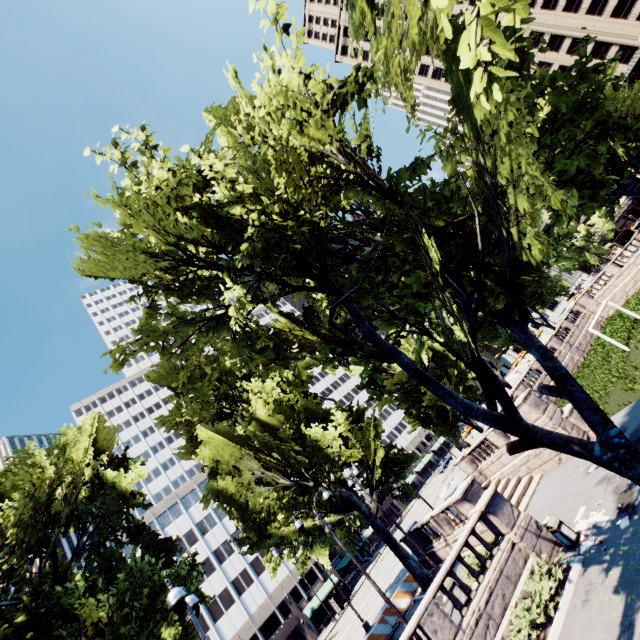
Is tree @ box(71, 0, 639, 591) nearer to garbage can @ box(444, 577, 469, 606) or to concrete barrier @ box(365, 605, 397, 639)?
concrete barrier @ box(365, 605, 397, 639)

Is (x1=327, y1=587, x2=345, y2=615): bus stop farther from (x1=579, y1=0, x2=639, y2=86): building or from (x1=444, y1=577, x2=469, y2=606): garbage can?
(x1=579, y1=0, x2=639, y2=86): building

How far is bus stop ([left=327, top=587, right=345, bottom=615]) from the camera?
45.56m

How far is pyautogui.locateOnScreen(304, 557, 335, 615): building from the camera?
51.0 meters

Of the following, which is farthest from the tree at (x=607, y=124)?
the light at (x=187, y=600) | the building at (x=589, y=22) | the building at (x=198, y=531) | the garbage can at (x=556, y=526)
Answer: the building at (x=589, y=22)

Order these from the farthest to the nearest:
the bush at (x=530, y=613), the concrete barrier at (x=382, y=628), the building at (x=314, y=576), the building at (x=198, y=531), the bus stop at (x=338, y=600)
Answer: the building at (x=314, y=576), the building at (x=198, y=531), the bus stop at (x=338, y=600), the concrete barrier at (x=382, y=628), the bush at (x=530, y=613)

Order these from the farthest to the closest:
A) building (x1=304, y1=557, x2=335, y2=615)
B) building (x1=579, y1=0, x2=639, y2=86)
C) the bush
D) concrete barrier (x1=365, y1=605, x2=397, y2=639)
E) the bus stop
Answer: building (x1=579, y1=0, x2=639, y2=86) → building (x1=304, y1=557, x2=335, y2=615) → the bus stop → concrete barrier (x1=365, y1=605, x2=397, y2=639) → the bush

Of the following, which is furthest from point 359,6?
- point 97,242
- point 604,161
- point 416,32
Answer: point 97,242
